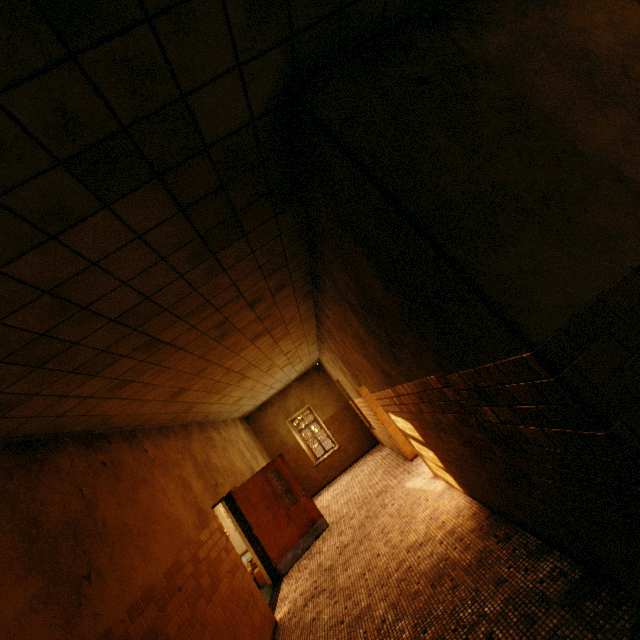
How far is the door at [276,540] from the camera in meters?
7.2 m

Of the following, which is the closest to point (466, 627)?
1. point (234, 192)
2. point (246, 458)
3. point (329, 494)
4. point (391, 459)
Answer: point (234, 192)

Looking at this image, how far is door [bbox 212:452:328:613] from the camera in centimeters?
717cm
